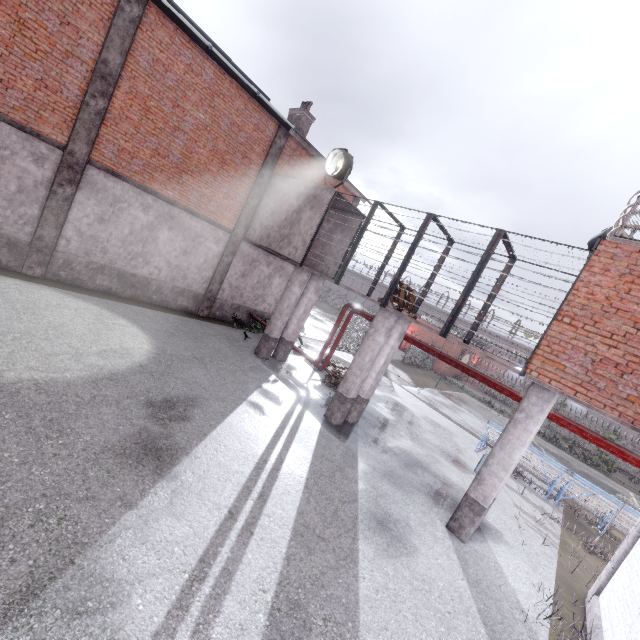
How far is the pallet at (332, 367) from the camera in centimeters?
1345cm

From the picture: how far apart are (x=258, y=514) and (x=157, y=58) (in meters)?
12.98

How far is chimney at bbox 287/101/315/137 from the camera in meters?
16.1 m

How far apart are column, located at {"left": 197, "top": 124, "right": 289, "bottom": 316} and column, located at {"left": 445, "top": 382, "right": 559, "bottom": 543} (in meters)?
11.98

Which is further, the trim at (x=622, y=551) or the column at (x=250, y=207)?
the column at (x=250, y=207)

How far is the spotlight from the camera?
11.45m

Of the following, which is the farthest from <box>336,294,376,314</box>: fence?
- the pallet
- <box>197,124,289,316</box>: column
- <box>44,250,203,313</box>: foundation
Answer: <box>44,250,203,313</box>: foundation

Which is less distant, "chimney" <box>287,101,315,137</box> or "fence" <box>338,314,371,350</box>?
"chimney" <box>287,101,315,137</box>
